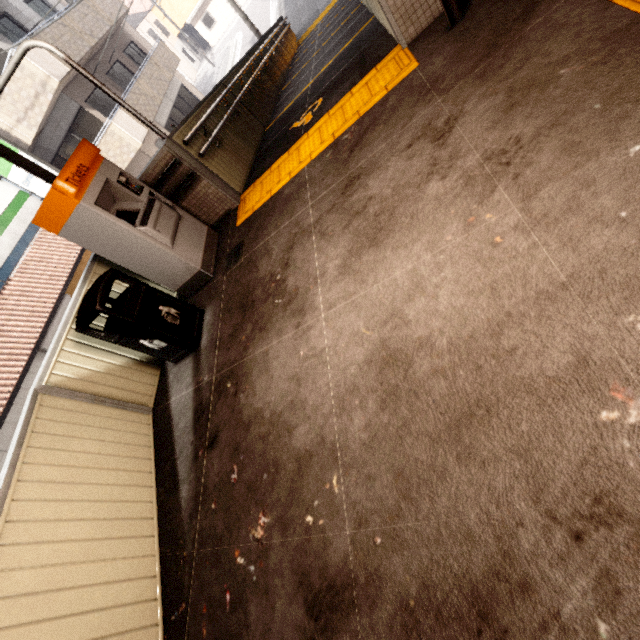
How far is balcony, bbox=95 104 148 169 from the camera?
Answer: 13.1m

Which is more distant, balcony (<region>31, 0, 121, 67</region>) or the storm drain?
balcony (<region>31, 0, 121, 67</region>)

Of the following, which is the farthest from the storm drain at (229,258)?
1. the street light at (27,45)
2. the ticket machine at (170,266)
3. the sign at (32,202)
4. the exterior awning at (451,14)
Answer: the sign at (32,202)

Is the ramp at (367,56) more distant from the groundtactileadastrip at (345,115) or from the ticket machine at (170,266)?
the ticket machine at (170,266)

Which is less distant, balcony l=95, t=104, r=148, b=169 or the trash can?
the trash can

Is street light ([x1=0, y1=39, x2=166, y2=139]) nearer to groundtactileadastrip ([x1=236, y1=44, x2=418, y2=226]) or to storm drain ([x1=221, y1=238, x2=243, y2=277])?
groundtactileadastrip ([x1=236, y1=44, x2=418, y2=226])

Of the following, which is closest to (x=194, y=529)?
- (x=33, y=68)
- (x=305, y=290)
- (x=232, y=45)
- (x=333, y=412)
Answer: (x=333, y=412)

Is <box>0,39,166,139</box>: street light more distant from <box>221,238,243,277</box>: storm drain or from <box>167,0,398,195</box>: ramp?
<box>221,238,243,277</box>: storm drain
